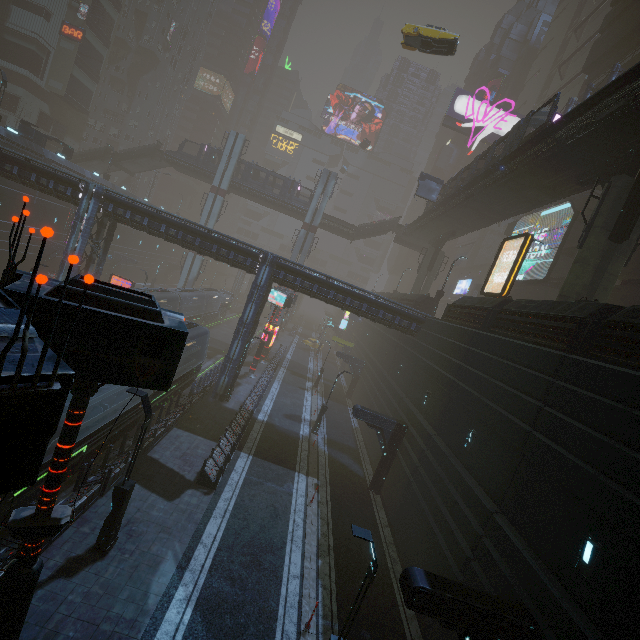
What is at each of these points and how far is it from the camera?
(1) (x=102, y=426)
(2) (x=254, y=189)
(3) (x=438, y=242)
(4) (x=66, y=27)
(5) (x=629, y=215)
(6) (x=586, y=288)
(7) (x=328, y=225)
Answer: (1) train, 13.8 meters
(2) bridge, 46.7 meters
(3) building structure, 40.6 meters
(4) sign, 48.3 meters
(5) building structure, 15.0 meters
(6) sm, 15.7 meters
(7) bridge, 48.0 meters

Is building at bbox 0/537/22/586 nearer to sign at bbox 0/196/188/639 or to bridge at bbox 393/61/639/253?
sign at bbox 0/196/188/639

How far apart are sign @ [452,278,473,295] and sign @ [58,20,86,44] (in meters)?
70.68

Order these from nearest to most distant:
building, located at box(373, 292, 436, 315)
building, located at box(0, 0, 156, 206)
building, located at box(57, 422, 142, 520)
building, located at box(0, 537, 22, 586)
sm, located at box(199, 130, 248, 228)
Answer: building, located at box(0, 537, 22, 586), building, located at box(57, 422, 142, 520), building, located at box(373, 292, 436, 315), building, located at box(0, 0, 156, 206), sm, located at box(199, 130, 248, 228)

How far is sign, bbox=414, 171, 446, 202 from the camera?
35.2m

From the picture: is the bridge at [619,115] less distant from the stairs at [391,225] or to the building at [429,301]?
the stairs at [391,225]

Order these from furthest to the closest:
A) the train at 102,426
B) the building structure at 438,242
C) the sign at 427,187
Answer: the building structure at 438,242, the sign at 427,187, the train at 102,426

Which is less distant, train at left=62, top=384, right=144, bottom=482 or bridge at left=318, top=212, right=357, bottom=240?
train at left=62, top=384, right=144, bottom=482
